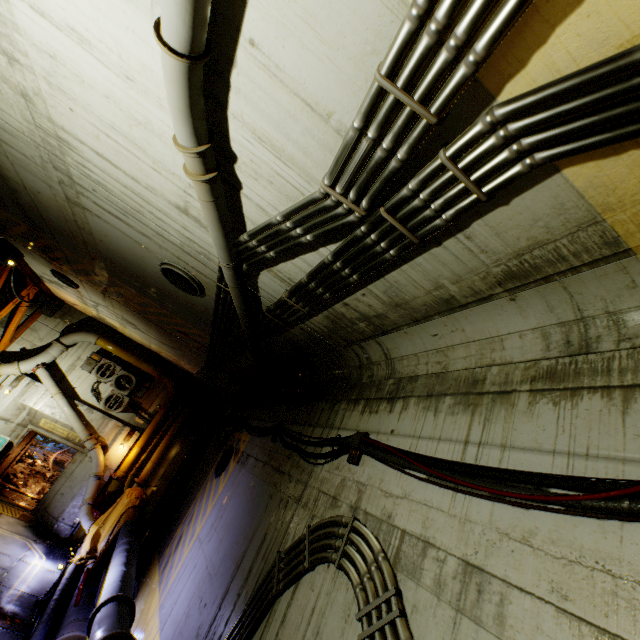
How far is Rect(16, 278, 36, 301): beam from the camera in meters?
11.1 m

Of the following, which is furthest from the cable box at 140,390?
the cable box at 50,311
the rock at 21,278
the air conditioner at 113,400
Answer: the rock at 21,278

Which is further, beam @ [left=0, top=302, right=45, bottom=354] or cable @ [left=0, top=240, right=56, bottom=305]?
beam @ [left=0, top=302, right=45, bottom=354]

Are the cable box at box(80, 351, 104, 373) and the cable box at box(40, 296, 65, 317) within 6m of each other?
yes

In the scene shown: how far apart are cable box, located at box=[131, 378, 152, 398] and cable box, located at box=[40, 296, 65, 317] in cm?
440

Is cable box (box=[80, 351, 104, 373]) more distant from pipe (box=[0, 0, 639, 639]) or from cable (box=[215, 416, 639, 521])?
cable (box=[215, 416, 639, 521])

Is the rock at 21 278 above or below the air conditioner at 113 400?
above

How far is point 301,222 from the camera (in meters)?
2.88
